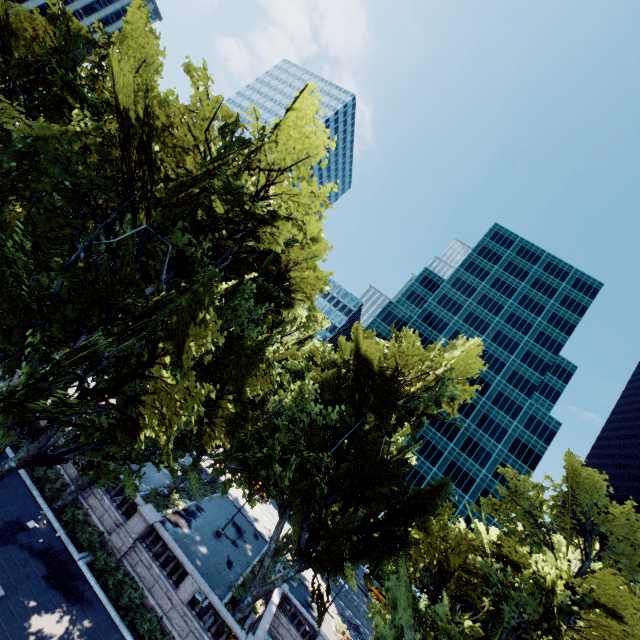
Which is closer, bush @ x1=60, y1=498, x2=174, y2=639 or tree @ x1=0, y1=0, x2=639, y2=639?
tree @ x1=0, y1=0, x2=639, y2=639

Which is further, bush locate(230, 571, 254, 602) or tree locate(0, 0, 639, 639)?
bush locate(230, 571, 254, 602)

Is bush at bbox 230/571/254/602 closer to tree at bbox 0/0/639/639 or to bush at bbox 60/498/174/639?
tree at bbox 0/0/639/639

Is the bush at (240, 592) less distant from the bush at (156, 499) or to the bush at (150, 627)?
the bush at (150, 627)

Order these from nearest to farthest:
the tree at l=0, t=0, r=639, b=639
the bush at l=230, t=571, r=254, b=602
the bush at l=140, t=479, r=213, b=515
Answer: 1. the tree at l=0, t=0, r=639, b=639
2. the bush at l=230, t=571, r=254, b=602
3. the bush at l=140, t=479, r=213, b=515

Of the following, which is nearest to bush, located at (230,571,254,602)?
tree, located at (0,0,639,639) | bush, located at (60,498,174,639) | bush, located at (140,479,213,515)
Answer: tree, located at (0,0,639,639)

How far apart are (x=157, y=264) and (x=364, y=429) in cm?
2214

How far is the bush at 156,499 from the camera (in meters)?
25.20
